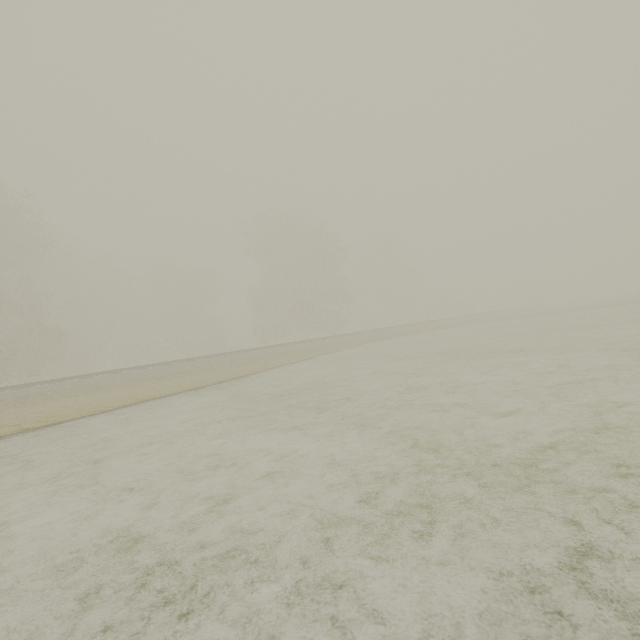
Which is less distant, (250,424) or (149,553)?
(149,553)

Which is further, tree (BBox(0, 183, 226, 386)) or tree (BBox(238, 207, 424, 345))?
tree (BBox(238, 207, 424, 345))

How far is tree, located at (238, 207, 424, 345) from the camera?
37.91m

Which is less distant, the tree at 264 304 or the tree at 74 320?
the tree at 74 320

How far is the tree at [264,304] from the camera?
37.91m
